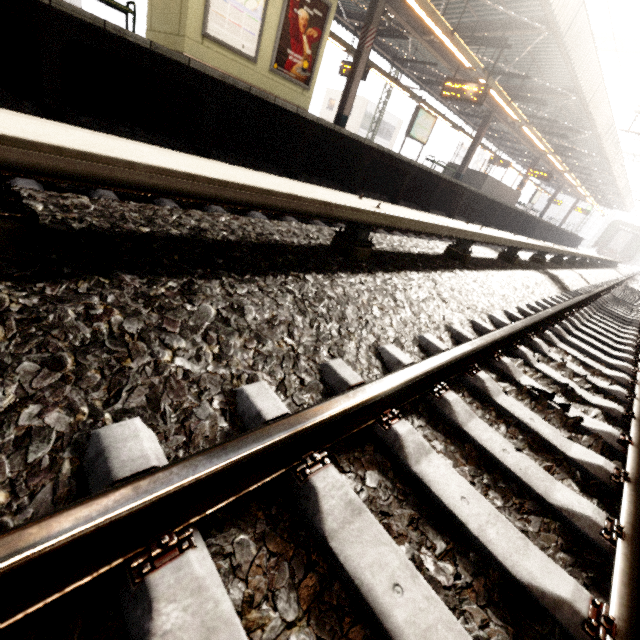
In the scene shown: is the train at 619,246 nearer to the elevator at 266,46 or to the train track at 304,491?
the train track at 304,491

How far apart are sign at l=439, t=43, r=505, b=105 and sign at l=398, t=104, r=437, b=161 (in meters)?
2.23

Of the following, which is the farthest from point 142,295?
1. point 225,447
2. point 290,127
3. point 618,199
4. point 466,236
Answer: point 618,199

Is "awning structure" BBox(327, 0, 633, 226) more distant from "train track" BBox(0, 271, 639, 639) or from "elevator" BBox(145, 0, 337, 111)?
"train track" BBox(0, 271, 639, 639)

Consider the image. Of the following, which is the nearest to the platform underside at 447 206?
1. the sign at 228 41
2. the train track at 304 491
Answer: the sign at 228 41

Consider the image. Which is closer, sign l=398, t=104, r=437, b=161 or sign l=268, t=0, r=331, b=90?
sign l=268, t=0, r=331, b=90

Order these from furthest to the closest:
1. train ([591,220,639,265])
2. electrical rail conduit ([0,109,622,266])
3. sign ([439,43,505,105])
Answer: train ([591,220,639,265]), sign ([439,43,505,105]), electrical rail conduit ([0,109,622,266])

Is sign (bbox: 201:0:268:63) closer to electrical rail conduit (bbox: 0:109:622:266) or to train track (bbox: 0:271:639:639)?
electrical rail conduit (bbox: 0:109:622:266)
